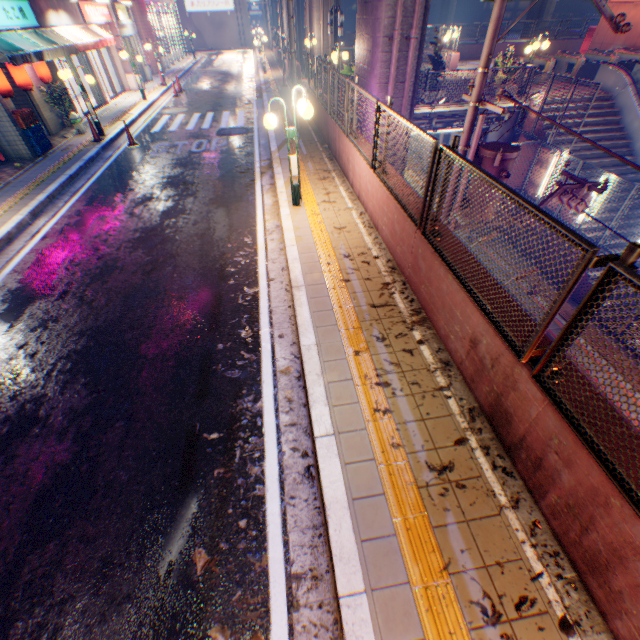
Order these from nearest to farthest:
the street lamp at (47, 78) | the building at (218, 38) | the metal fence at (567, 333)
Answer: the metal fence at (567, 333), the street lamp at (47, 78), the building at (218, 38)

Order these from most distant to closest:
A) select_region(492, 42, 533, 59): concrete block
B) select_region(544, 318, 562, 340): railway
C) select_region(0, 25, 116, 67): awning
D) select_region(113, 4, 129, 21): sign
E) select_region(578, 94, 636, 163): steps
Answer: select_region(492, 42, 533, 59): concrete block, select_region(113, 4, 129, 21): sign, select_region(578, 94, 636, 163): steps, select_region(544, 318, 562, 340): railway, select_region(0, 25, 116, 67): awning

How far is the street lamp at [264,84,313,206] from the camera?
6.25m

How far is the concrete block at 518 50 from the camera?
26.0m

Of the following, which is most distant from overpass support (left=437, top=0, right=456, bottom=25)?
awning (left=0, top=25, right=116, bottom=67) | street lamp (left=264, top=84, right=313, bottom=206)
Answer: awning (left=0, top=25, right=116, bottom=67)

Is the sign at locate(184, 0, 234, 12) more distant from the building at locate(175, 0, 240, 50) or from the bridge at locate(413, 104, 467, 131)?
the bridge at locate(413, 104, 467, 131)

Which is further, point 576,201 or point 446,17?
point 446,17

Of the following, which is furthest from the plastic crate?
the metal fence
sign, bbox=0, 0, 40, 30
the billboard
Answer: the billboard
